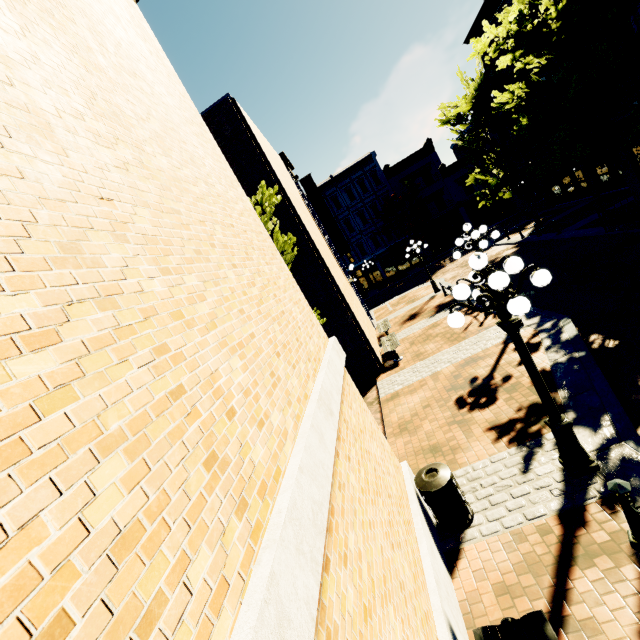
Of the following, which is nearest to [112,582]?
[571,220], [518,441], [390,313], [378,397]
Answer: [518,441]

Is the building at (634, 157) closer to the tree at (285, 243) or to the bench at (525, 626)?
the tree at (285, 243)

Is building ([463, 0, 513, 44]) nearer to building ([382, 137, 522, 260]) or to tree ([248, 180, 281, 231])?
building ([382, 137, 522, 260])

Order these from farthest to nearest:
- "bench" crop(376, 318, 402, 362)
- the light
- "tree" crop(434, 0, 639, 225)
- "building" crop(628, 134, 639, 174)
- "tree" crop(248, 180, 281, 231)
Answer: "building" crop(628, 134, 639, 174) → "bench" crop(376, 318, 402, 362) → "tree" crop(434, 0, 639, 225) → "tree" crop(248, 180, 281, 231) → the light

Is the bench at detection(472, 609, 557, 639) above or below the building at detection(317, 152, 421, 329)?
below

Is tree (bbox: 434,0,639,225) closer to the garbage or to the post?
the garbage

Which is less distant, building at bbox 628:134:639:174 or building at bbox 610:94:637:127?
building at bbox 610:94:637:127

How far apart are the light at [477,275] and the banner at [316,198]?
14.52m
